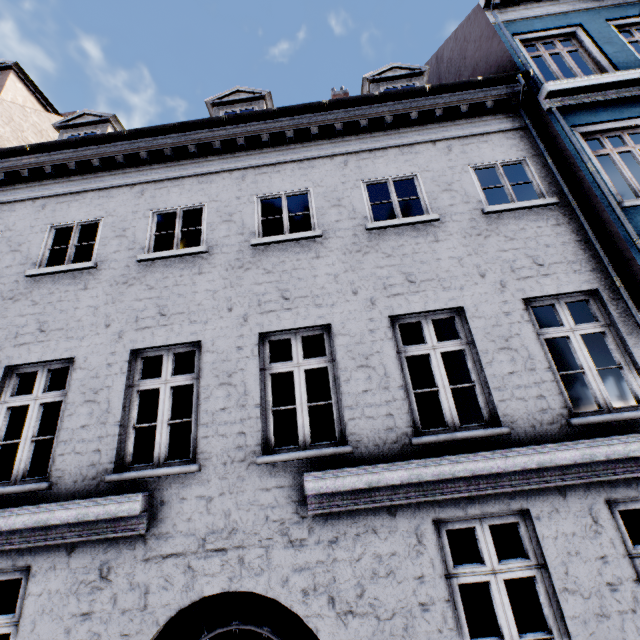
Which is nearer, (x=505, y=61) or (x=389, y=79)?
(x=505, y=61)
